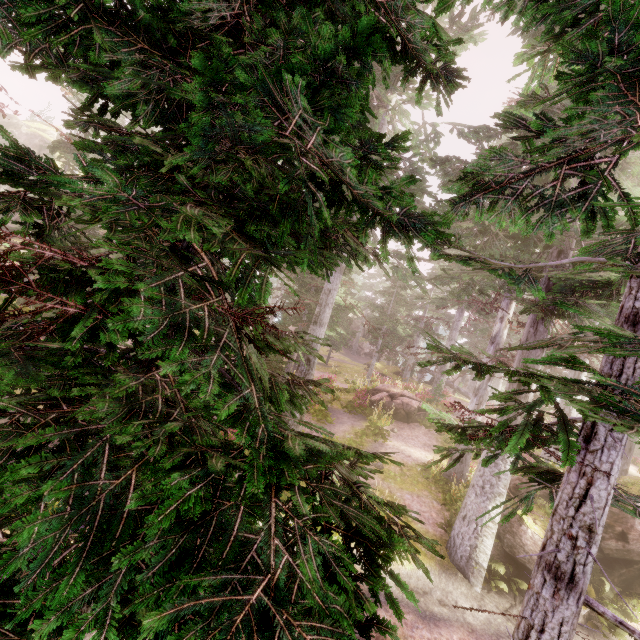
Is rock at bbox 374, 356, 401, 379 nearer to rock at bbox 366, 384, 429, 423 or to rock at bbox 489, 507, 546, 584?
rock at bbox 366, 384, 429, 423

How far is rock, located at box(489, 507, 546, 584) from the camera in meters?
10.5 m

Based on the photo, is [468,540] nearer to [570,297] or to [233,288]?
[570,297]

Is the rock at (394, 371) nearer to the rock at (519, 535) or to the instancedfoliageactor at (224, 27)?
the instancedfoliageactor at (224, 27)

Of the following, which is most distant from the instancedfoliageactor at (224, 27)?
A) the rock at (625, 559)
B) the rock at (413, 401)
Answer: the rock at (413, 401)

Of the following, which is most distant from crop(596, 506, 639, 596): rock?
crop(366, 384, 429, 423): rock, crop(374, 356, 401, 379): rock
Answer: crop(374, 356, 401, 379): rock

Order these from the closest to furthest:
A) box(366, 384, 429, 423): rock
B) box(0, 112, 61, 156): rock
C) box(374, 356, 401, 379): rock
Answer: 1. box(366, 384, 429, 423): rock
2. box(374, 356, 401, 379): rock
3. box(0, 112, 61, 156): rock

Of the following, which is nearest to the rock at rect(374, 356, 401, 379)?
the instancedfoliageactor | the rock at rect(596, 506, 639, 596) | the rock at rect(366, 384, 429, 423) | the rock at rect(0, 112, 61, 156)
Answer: the instancedfoliageactor
